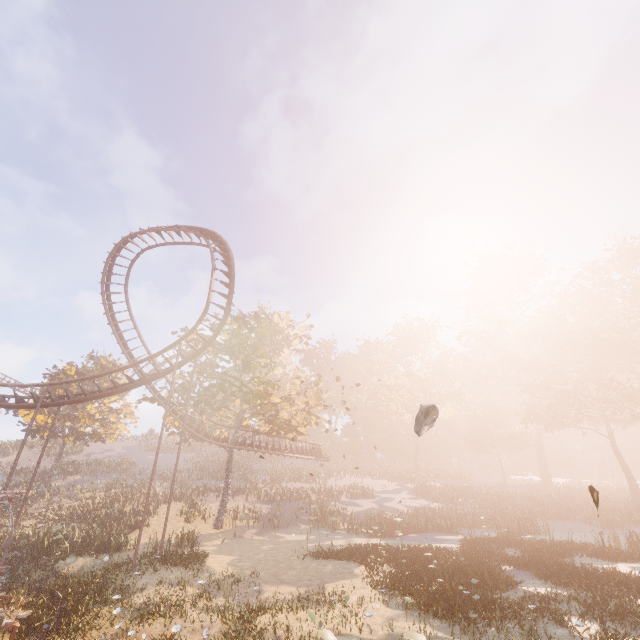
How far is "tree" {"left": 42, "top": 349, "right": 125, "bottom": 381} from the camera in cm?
3622

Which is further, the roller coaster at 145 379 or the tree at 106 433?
the tree at 106 433

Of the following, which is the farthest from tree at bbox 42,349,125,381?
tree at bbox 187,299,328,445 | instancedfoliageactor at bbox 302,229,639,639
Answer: instancedfoliageactor at bbox 302,229,639,639

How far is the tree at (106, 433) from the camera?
34.7 meters

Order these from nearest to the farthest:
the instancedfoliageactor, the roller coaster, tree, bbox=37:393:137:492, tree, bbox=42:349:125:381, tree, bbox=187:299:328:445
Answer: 1. the instancedfoliageactor
2. the roller coaster
3. tree, bbox=187:299:328:445
4. tree, bbox=37:393:137:492
5. tree, bbox=42:349:125:381

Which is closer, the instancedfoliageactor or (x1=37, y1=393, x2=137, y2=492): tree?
the instancedfoliageactor

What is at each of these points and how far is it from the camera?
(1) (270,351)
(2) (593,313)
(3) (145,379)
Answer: (1) tree, 33.03m
(2) instancedfoliageactor, 45.69m
(3) roller coaster, 20.58m

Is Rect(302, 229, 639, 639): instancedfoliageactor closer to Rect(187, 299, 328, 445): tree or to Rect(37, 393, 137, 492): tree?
Rect(187, 299, 328, 445): tree
